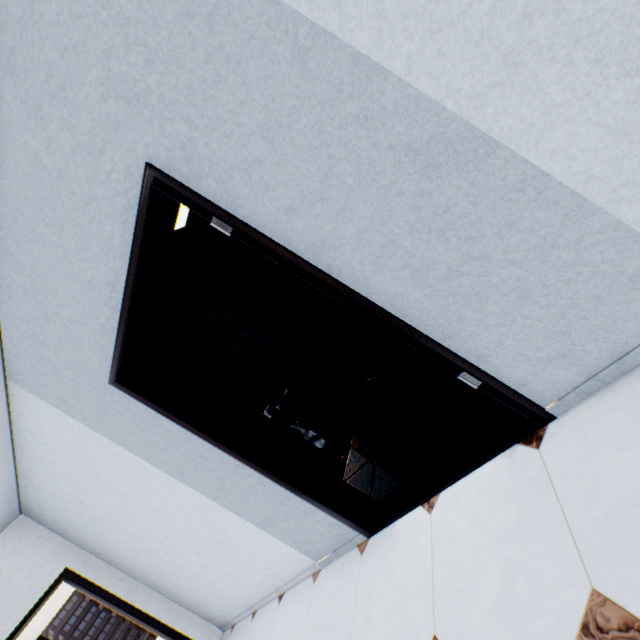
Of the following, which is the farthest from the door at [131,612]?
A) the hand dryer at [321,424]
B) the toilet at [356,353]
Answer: the toilet at [356,353]

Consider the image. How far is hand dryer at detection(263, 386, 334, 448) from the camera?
3.4 meters

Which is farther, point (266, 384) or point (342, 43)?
point (266, 384)

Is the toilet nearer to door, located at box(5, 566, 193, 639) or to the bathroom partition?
the bathroom partition

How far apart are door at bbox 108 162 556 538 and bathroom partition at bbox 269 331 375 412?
1.4m

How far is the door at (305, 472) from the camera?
1.4 meters

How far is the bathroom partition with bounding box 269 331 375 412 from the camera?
3.74m

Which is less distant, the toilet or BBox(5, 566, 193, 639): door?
BBox(5, 566, 193, 639): door
